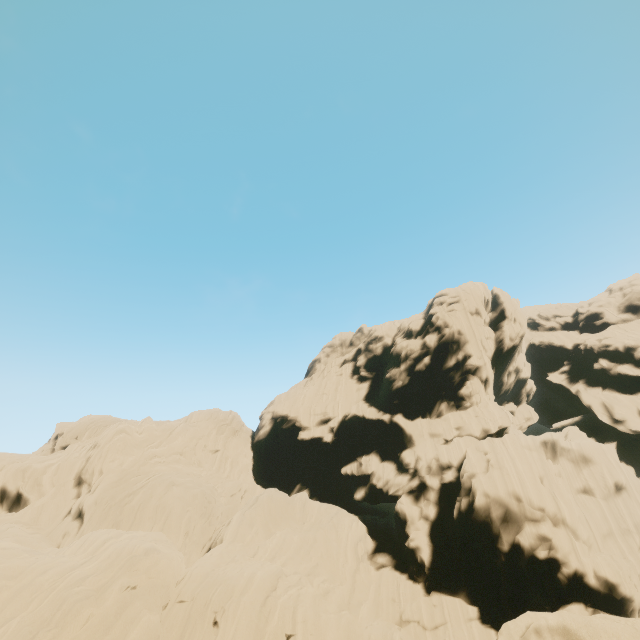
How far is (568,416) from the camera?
46.1 meters
